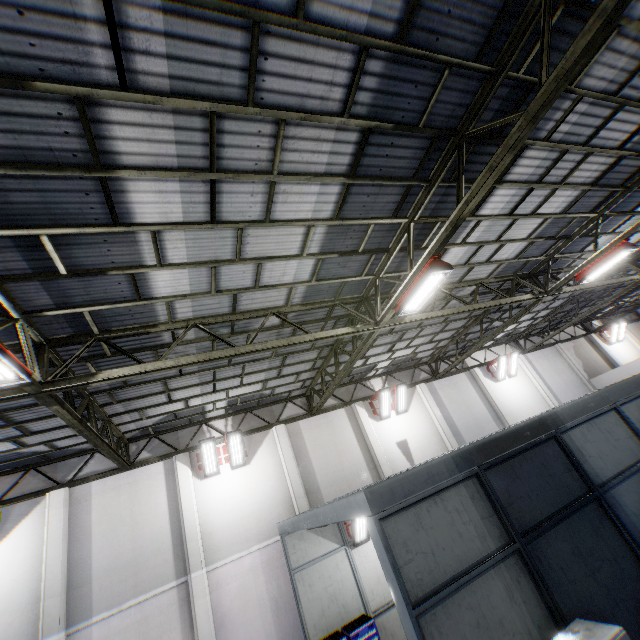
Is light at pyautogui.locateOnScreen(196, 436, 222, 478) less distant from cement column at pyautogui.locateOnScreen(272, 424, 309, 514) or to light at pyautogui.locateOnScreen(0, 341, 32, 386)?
cement column at pyautogui.locateOnScreen(272, 424, 309, 514)

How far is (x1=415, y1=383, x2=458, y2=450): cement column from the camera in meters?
15.7

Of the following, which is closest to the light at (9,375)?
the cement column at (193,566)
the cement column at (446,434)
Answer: the cement column at (193,566)

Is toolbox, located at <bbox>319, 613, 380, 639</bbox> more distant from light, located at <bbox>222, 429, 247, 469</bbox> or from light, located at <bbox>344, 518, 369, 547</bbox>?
light, located at <bbox>222, 429, 247, 469</bbox>

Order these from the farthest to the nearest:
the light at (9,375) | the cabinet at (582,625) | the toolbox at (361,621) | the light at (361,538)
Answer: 1. the light at (361,538)
2. the toolbox at (361,621)
3. the light at (9,375)
4. the cabinet at (582,625)

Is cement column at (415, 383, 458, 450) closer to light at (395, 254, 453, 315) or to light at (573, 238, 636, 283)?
light at (573, 238, 636, 283)

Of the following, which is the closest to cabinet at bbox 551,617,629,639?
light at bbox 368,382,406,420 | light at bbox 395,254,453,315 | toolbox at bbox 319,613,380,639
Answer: light at bbox 395,254,453,315

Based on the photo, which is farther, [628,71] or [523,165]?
[523,165]
